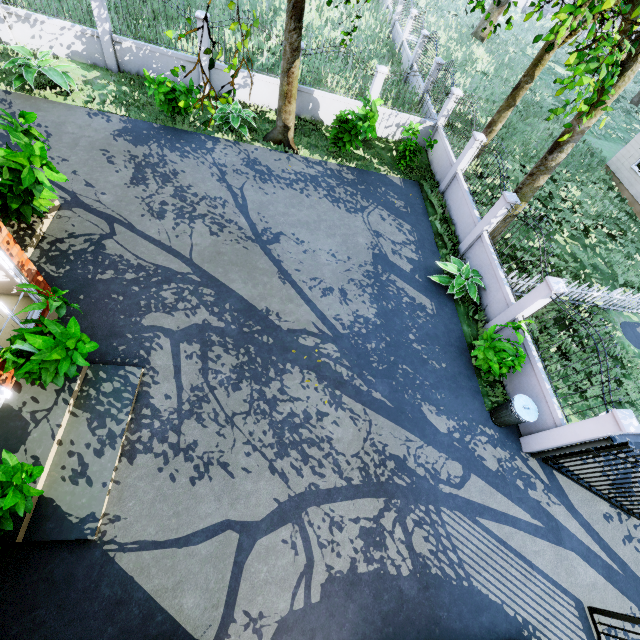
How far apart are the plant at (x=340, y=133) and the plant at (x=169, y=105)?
6.1 meters

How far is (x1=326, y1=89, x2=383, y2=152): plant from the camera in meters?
11.1 m

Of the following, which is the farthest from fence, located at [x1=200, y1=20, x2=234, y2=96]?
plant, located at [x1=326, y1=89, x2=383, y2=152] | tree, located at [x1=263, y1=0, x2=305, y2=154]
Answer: plant, located at [x1=326, y1=89, x2=383, y2=152]

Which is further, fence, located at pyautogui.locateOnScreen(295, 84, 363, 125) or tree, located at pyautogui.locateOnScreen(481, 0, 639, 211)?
fence, located at pyautogui.locateOnScreen(295, 84, 363, 125)

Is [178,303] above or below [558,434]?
below

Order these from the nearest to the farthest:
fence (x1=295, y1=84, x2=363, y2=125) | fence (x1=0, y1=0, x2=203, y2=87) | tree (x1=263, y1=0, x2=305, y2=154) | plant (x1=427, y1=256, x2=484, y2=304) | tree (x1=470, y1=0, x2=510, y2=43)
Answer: tree (x1=470, y1=0, x2=510, y2=43), tree (x1=263, y1=0, x2=305, y2=154), plant (x1=427, y1=256, x2=484, y2=304), fence (x1=0, y1=0, x2=203, y2=87), fence (x1=295, y1=84, x2=363, y2=125)

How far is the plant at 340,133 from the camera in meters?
11.1 m

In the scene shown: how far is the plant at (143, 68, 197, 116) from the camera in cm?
1013
